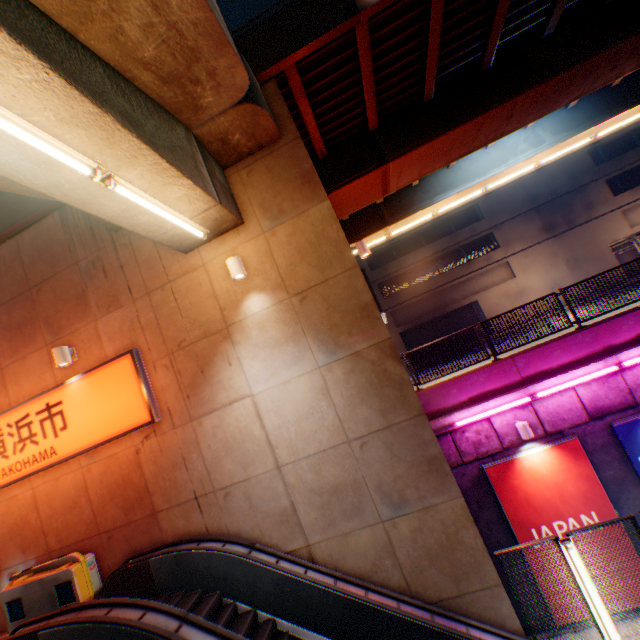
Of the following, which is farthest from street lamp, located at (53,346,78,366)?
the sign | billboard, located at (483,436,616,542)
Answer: billboard, located at (483,436,616,542)

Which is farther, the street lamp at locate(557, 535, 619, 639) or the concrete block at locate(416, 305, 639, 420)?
the concrete block at locate(416, 305, 639, 420)

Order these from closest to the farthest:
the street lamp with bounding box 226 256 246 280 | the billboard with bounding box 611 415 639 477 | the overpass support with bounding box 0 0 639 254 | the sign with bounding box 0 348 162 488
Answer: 1. the overpass support with bounding box 0 0 639 254
2. the street lamp with bounding box 226 256 246 280
3. the sign with bounding box 0 348 162 488
4. the billboard with bounding box 611 415 639 477

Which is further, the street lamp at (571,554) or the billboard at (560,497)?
the billboard at (560,497)

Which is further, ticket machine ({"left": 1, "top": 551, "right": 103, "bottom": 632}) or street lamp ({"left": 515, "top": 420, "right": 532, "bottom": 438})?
street lamp ({"left": 515, "top": 420, "right": 532, "bottom": 438})

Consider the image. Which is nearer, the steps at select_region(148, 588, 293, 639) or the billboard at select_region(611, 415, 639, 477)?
the steps at select_region(148, 588, 293, 639)

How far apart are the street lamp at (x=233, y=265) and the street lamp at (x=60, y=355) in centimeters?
429cm

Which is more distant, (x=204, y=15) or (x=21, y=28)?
(x=204, y=15)
